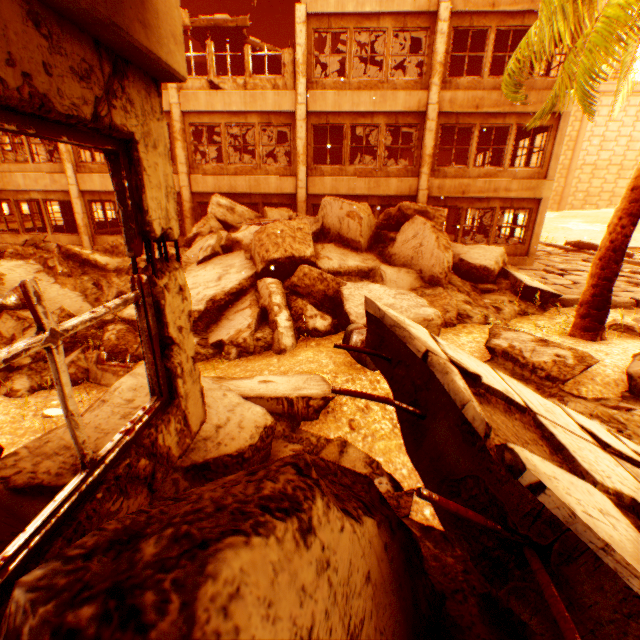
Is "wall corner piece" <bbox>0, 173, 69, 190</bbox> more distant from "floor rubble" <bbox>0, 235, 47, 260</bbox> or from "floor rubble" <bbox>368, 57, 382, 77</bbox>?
"floor rubble" <bbox>368, 57, 382, 77</bbox>

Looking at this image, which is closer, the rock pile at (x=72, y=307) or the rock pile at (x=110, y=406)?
the rock pile at (x=110, y=406)

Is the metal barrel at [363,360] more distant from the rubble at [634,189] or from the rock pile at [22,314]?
the rubble at [634,189]

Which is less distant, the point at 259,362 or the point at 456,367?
the point at 456,367

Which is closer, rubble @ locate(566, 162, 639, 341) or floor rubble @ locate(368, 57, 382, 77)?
rubble @ locate(566, 162, 639, 341)

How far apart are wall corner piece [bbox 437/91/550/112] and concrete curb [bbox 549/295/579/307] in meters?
7.4

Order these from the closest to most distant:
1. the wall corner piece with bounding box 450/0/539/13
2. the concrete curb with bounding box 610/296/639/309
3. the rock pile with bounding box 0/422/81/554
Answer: the rock pile with bounding box 0/422/81/554 → the concrete curb with bounding box 610/296/639/309 → the wall corner piece with bounding box 450/0/539/13

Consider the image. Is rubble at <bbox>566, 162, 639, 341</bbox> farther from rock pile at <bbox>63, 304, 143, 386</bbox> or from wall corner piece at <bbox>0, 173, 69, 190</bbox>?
wall corner piece at <bbox>0, 173, 69, 190</bbox>
